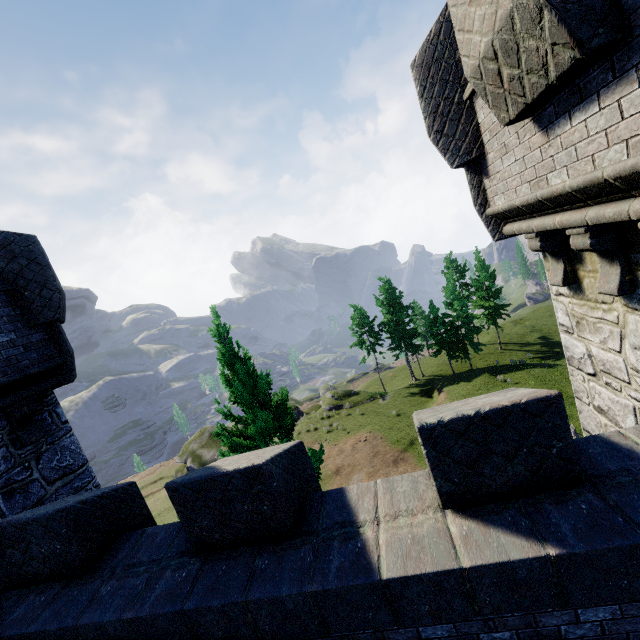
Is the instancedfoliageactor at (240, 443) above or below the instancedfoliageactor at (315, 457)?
above

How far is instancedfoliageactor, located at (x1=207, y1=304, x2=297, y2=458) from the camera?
10.02m

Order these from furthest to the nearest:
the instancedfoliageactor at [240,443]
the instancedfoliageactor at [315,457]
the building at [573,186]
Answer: the instancedfoliageactor at [315,457] → the instancedfoliageactor at [240,443] → the building at [573,186]

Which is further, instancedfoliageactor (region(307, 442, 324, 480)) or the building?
instancedfoliageactor (region(307, 442, 324, 480))

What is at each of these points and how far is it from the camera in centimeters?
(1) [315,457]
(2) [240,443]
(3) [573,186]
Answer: (1) instancedfoliageactor, 1088cm
(2) instancedfoliageactor, 1023cm
(3) building, 308cm

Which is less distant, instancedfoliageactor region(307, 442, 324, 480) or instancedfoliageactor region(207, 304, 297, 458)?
instancedfoliageactor region(207, 304, 297, 458)
